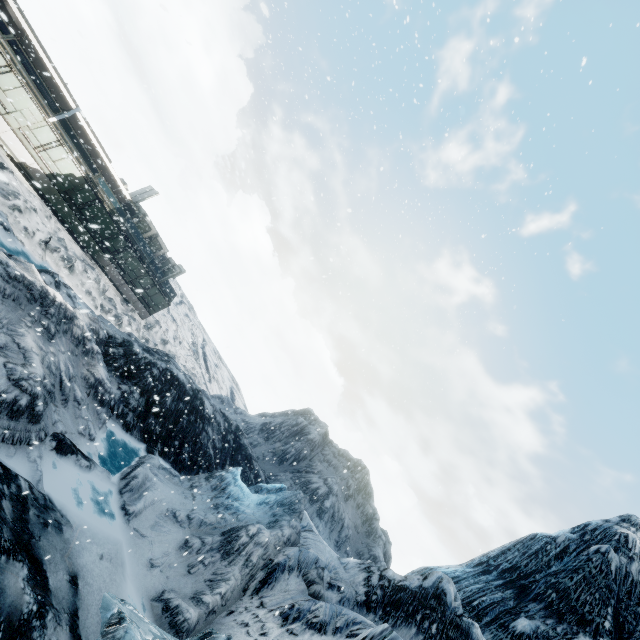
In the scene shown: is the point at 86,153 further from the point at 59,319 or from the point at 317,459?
the point at 317,459
